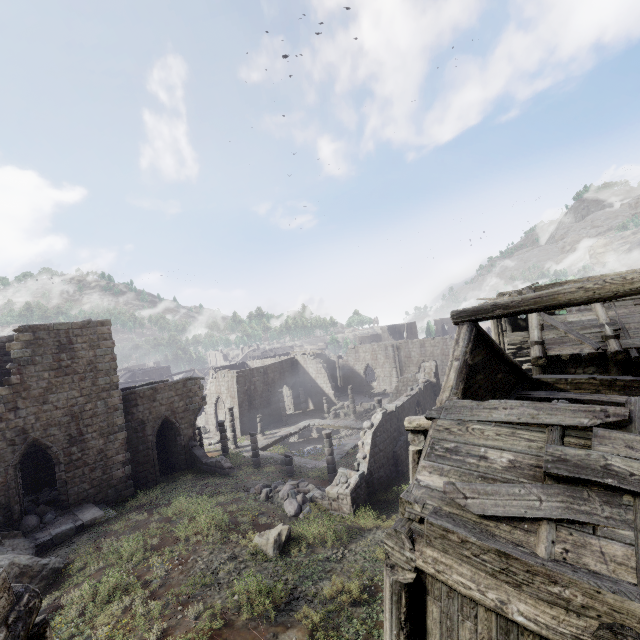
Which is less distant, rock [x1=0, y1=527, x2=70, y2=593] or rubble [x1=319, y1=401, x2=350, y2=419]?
rock [x1=0, y1=527, x2=70, y2=593]

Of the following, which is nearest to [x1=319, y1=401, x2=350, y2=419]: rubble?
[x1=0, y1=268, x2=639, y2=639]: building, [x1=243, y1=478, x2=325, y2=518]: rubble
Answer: [x1=0, y1=268, x2=639, y2=639]: building

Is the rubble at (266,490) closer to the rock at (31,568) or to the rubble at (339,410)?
the rock at (31,568)

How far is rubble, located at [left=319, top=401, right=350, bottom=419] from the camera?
35.3 meters

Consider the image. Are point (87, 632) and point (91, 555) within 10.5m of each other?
yes

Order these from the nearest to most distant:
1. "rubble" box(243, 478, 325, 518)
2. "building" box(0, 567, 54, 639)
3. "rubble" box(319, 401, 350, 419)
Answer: → "building" box(0, 567, 54, 639) → "rubble" box(243, 478, 325, 518) → "rubble" box(319, 401, 350, 419)

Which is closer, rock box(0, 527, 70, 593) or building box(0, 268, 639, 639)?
building box(0, 268, 639, 639)

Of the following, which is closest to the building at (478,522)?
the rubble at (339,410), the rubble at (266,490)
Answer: the rubble at (339,410)
